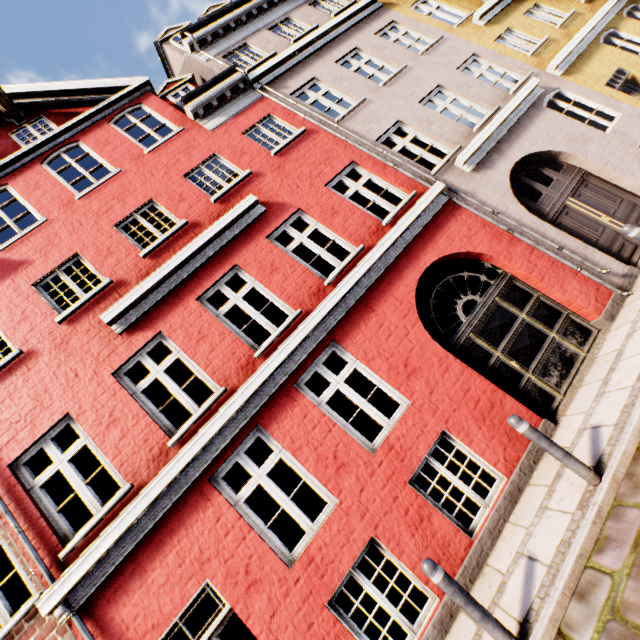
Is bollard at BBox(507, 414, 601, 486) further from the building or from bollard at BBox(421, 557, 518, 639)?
bollard at BBox(421, 557, 518, 639)

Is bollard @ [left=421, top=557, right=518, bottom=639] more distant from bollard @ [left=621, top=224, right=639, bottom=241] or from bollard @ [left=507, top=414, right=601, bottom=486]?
bollard @ [left=621, top=224, right=639, bottom=241]

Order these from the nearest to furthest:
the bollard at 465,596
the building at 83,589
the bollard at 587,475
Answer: the bollard at 465,596 → the bollard at 587,475 → the building at 83,589

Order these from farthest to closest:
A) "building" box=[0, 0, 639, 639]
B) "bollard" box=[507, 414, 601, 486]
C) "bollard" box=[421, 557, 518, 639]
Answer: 1. "building" box=[0, 0, 639, 639]
2. "bollard" box=[507, 414, 601, 486]
3. "bollard" box=[421, 557, 518, 639]

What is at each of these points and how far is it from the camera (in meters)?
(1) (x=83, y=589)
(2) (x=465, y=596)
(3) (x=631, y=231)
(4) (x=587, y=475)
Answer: (1) building, 4.48
(2) bollard, 3.32
(3) bollard, 5.22
(4) bollard, 3.77

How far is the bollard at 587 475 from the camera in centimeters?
377cm

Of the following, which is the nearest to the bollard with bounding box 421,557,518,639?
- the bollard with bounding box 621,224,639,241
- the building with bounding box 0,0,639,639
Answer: the building with bounding box 0,0,639,639

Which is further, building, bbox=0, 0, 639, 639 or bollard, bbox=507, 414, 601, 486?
building, bbox=0, 0, 639, 639
